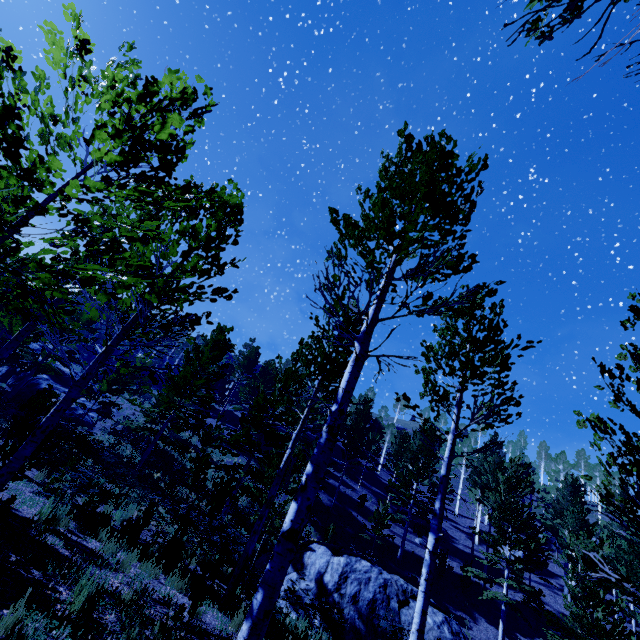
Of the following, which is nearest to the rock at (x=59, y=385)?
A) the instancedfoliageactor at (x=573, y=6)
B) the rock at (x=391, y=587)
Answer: the instancedfoliageactor at (x=573, y=6)

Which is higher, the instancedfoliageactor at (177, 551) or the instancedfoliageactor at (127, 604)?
the instancedfoliageactor at (177, 551)

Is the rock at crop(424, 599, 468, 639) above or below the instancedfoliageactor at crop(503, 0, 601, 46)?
below

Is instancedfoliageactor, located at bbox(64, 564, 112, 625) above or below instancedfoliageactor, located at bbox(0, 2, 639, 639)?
below

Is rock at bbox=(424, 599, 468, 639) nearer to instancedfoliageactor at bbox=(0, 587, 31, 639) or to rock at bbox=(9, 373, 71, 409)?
instancedfoliageactor at bbox=(0, 587, 31, 639)

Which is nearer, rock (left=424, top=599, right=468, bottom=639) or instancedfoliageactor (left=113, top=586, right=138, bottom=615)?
instancedfoliageactor (left=113, top=586, right=138, bottom=615)

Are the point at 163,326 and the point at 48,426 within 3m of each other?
yes

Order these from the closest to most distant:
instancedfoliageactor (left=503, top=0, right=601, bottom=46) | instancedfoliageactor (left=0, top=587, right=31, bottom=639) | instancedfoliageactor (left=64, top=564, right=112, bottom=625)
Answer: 1. instancedfoliageactor (left=503, top=0, right=601, bottom=46)
2. instancedfoliageactor (left=0, top=587, right=31, bottom=639)
3. instancedfoliageactor (left=64, top=564, right=112, bottom=625)
